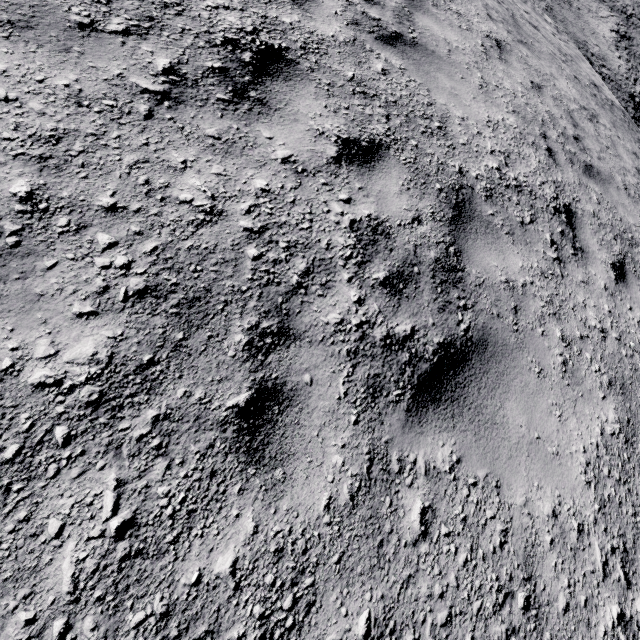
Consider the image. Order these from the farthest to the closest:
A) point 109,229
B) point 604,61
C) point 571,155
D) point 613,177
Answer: point 604,61 → point 613,177 → point 571,155 → point 109,229
